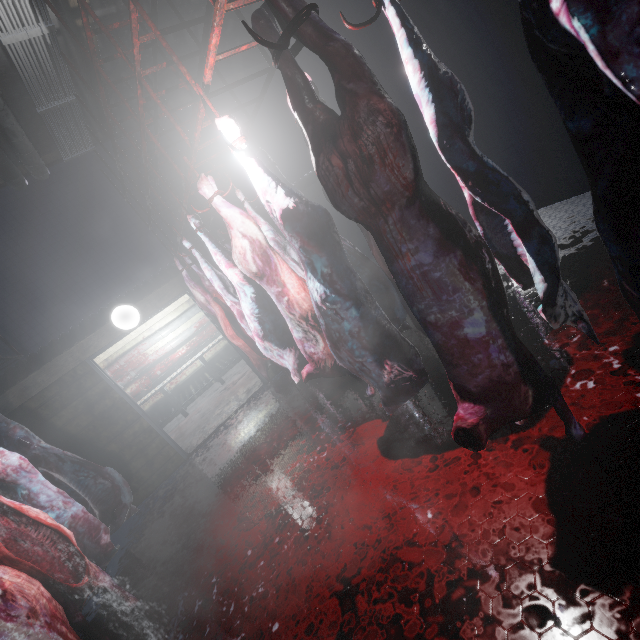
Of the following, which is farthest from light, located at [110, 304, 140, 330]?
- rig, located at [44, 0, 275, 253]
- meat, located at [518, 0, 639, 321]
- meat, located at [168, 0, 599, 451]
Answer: meat, located at [518, 0, 639, 321]

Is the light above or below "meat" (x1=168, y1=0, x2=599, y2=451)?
above

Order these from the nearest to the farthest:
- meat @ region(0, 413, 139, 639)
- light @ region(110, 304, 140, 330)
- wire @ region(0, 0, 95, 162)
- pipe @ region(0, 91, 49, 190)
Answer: meat @ region(0, 413, 139, 639), wire @ region(0, 0, 95, 162), pipe @ region(0, 91, 49, 190), light @ region(110, 304, 140, 330)

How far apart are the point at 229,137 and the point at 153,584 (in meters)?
3.48

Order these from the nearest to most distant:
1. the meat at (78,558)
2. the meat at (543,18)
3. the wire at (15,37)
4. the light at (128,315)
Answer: the meat at (543,18)
the meat at (78,558)
the wire at (15,37)
the light at (128,315)

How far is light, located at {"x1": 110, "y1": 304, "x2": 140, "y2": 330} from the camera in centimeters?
400cm

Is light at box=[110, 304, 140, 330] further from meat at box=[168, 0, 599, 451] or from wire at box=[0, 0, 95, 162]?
meat at box=[168, 0, 599, 451]

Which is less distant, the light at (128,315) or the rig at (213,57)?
the rig at (213,57)
